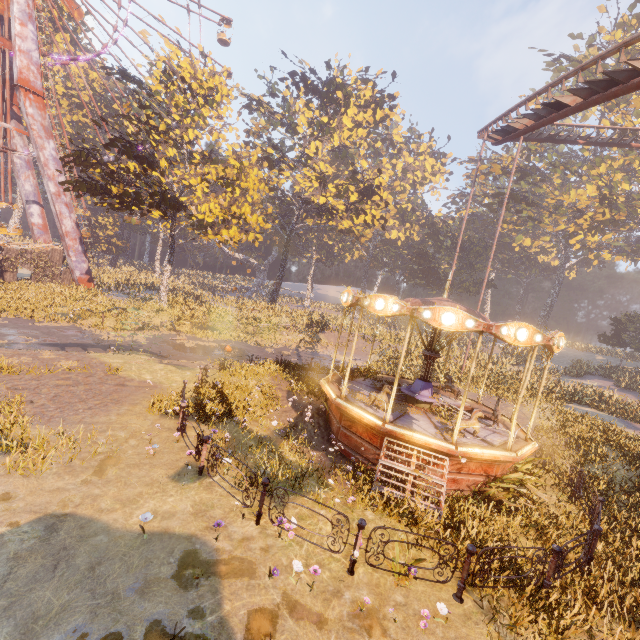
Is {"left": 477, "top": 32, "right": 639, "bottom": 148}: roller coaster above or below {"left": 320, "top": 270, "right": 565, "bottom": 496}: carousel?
above

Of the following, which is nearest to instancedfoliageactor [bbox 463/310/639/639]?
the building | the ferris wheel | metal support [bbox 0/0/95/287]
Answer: the ferris wheel

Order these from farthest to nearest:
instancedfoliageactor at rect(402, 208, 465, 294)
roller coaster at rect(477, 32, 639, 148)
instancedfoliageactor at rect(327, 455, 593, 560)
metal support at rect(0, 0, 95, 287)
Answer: instancedfoliageactor at rect(402, 208, 465, 294)
metal support at rect(0, 0, 95, 287)
roller coaster at rect(477, 32, 639, 148)
instancedfoliageactor at rect(327, 455, 593, 560)

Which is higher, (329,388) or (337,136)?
(337,136)

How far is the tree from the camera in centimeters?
2058cm

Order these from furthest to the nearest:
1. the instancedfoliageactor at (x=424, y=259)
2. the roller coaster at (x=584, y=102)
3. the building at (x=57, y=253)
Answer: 1. the instancedfoliageactor at (x=424, y=259)
2. the building at (x=57, y=253)
3. the roller coaster at (x=584, y=102)

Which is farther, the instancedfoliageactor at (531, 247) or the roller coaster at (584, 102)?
the instancedfoliageactor at (531, 247)

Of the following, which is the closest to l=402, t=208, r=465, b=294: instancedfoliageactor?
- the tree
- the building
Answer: the tree
